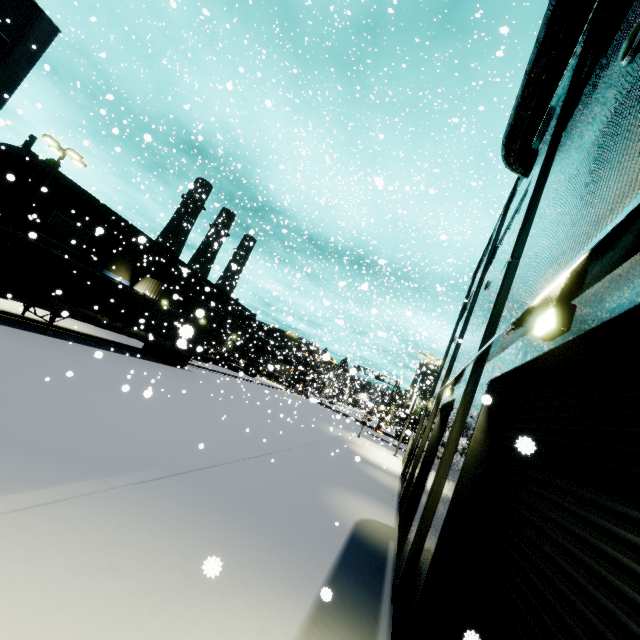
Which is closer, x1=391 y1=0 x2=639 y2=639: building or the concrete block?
x1=391 y1=0 x2=639 y2=639: building

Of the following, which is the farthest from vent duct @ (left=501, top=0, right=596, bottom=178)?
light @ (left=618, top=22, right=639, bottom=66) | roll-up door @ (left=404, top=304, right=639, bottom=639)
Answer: light @ (left=618, top=22, right=639, bottom=66)

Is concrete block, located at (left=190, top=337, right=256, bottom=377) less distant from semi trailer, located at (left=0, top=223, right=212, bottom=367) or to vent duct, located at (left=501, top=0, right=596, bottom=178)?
semi trailer, located at (left=0, top=223, right=212, bottom=367)

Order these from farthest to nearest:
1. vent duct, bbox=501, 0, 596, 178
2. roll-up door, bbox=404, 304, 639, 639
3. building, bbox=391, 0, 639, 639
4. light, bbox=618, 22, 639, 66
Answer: vent duct, bbox=501, 0, 596, 178 < light, bbox=618, 22, 639, 66 < building, bbox=391, 0, 639, 639 < roll-up door, bbox=404, 304, 639, 639

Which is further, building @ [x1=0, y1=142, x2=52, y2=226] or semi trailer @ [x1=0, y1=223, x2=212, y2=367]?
building @ [x1=0, y1=142, x2=52, y2=226]

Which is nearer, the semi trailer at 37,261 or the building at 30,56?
the semi trailer at 37,261

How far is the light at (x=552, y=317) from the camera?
3.0m

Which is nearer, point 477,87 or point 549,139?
point 549,139
